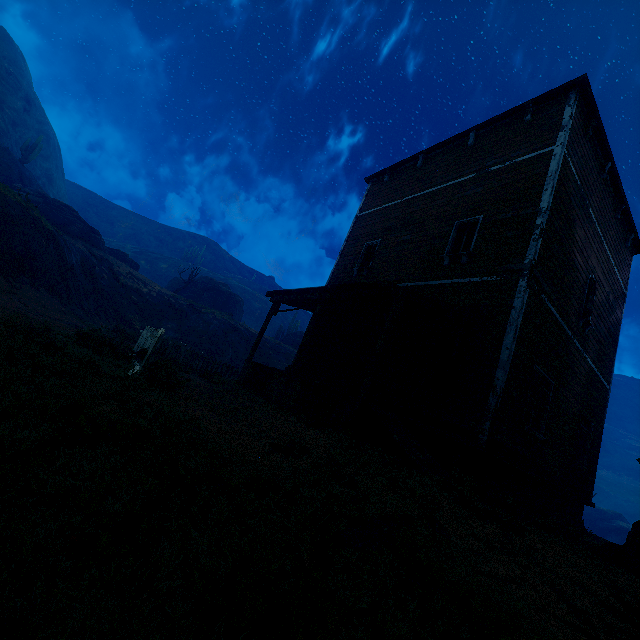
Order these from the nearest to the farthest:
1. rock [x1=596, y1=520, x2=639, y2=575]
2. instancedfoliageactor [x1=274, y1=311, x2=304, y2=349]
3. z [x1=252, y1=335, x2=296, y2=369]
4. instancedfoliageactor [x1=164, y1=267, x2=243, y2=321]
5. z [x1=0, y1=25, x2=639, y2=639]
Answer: z [x1=0, y1=25, x2=639, y2=639] < rock [x1=596, y1=520, x2=639, y2=575] < z [x1=252, y1=335, x2=296, y2=369] < instancedfoliageactor [x1=164, y1=267, x2=243, y2=321] < instancedfoliageactor [x1=274, y1=311, x2=304, y2=349]

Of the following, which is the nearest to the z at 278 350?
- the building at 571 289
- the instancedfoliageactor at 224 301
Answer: the building at 571 289

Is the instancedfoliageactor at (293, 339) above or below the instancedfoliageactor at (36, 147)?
below

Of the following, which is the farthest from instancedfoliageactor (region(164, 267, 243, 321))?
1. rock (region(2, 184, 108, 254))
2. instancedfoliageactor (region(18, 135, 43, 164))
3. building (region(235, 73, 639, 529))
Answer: building (region(235, 73, 639, 529))

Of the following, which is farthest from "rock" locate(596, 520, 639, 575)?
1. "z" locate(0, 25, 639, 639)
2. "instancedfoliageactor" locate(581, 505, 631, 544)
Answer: "instancedfoliageactor" locate(581, 505, 631, 544)

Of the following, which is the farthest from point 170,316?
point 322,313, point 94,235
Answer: point 322,313

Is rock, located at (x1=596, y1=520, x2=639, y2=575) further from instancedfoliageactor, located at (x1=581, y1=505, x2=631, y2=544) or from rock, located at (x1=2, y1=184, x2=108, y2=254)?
rock, located at (x1=2, y1=184, x2=108, y2=254)

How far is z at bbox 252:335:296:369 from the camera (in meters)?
30.06
